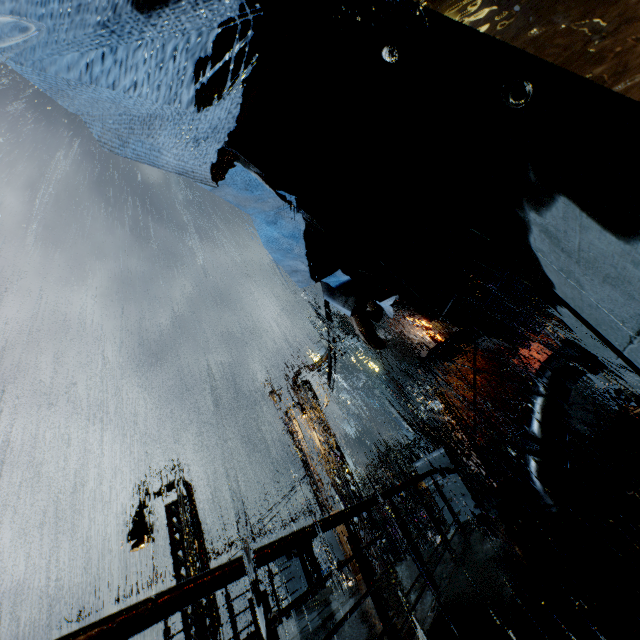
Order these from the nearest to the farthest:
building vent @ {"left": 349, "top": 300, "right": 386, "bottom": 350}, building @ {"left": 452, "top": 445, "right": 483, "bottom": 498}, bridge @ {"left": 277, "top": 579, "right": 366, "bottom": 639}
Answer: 1. bridge @ {"left": 277, "top": 579, "right": 366, "bottom": 639}
2. building vent @ {"left": 349, "top": 300, "right": 386, "bottom": 350}
3. building @ {"left": 452, "top": 445, "right": 483, "bottom": 498}

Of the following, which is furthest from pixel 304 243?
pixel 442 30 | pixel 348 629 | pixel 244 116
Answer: pixel 348 629

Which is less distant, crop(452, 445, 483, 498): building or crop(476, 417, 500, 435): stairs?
crop(452, 445, 483, 498): building

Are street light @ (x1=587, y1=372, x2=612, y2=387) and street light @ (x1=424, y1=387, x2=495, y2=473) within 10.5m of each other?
yes

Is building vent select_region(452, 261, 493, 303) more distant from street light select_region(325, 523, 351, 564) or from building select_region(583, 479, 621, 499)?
street light select_region(325, 523, 351, 564)

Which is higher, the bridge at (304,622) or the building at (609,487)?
the bridge at (304,622)

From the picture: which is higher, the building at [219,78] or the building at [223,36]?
the building at [223,36]

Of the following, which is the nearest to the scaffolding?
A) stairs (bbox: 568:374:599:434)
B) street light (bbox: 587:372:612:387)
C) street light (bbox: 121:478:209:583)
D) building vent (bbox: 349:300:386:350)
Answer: building vent (bbox: 349:300:386:350)
